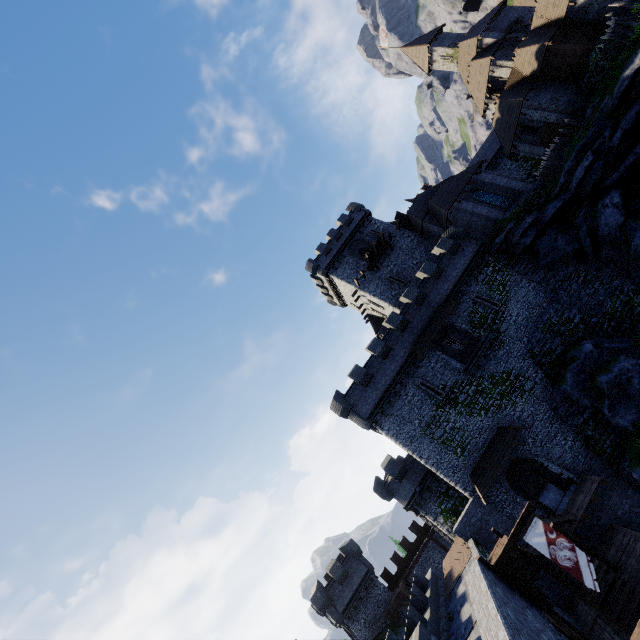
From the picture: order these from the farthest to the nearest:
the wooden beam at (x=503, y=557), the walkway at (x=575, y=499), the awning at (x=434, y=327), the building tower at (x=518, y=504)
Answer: the awning at (x=434, y=327)
the building tower at (x=518, y=504)
the walkway at (x=575, y=499)
the wooden beam at (x=503, y=557)

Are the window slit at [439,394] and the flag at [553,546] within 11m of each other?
no

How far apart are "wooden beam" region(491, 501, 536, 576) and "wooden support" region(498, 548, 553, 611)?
0.0 meters

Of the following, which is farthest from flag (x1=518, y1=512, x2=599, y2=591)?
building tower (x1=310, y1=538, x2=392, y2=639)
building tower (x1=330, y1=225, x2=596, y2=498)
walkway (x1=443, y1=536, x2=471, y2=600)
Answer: building tower (x1=310, y1=538, x2=392, y2=639)

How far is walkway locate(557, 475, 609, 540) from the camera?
18.9 meters

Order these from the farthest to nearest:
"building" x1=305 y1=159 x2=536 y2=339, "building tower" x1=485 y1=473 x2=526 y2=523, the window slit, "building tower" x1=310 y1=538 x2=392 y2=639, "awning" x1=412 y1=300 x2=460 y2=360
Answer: "building" x1=305 y1=159 x2=536 y2=339
"building tower" x1=310 y1=538 x2=392 y2=639
"awning" x1=412 y1=300 x2=460 y2=360
the window slit
"building tower" x1=485 y1=473 x2=526 y2=523

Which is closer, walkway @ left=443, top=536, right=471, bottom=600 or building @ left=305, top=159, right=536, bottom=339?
walkway @ left=443, top=536, right=471, bottom=600

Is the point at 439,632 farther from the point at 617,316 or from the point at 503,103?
the point at 503,103
